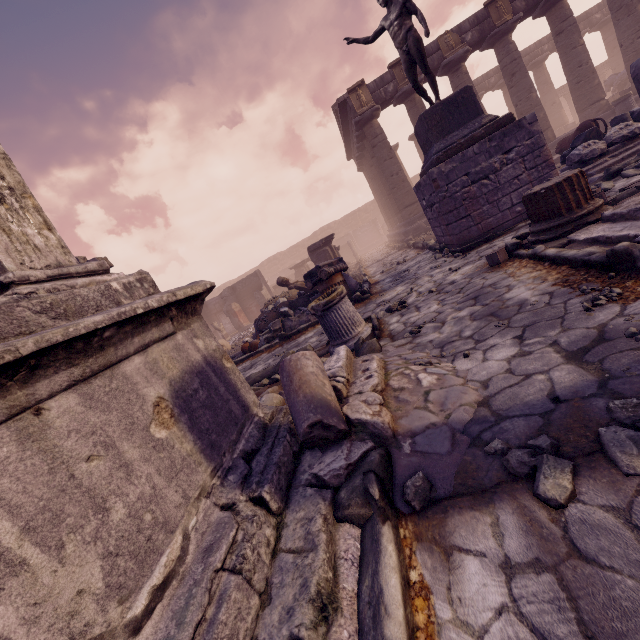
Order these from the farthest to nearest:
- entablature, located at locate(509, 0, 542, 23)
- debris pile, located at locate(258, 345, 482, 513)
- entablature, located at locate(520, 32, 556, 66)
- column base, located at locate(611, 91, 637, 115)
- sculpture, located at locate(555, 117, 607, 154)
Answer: entablature, located at locate(520, 32, 556, 66), entablature, located at locate(509, 0, 542, 23), column base, located at locate(611, 91, 637, 115), sculpture, located at locate(555, 117, 607, 154), debris pile, located at locate(258, 345, 482, 513)

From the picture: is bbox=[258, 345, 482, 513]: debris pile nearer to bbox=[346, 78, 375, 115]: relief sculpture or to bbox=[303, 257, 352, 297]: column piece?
bbox=[303, 257, 352, 297]: column piece

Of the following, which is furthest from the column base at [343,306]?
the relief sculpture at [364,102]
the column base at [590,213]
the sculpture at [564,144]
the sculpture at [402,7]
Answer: the relief sculpture at [364,102]

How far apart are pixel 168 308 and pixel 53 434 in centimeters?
87cm

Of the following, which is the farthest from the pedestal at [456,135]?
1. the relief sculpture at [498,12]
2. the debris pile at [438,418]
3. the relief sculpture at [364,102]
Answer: the relief sculpture at [498,12]

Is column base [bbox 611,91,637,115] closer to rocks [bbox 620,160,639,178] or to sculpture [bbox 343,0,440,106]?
rocks [bbox 620,160,639,178]

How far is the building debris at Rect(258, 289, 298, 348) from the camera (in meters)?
8.66

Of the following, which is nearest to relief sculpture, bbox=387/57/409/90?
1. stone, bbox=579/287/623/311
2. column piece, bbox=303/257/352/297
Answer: column piece, bbox=303/257/352/297
